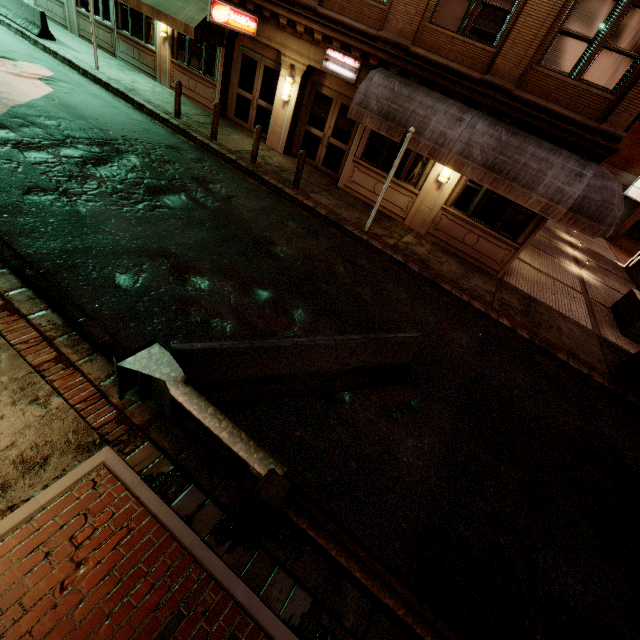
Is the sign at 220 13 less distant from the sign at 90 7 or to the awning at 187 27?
the awning at 187 27

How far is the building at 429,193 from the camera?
10.5 meters

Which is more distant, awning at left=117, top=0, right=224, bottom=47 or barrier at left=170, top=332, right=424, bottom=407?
awning at left=117, top=0, right=224, bottom=47

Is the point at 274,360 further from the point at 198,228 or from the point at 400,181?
the point at 400,181

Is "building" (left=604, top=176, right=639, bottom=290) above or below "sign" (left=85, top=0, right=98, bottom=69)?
below

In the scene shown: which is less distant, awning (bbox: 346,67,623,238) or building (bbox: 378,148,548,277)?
awning (bbox: 346,67,623,238)

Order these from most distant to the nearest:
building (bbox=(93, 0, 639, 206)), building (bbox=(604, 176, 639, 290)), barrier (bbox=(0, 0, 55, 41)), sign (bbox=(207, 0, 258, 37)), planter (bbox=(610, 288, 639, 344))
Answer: building (bbox=(604, 176, 639, 290)), barrier (bbox=(0, 0, 55, 41)), planter (bbox=(610, 288, 639, 344)), sign (bbox=(207, 0, 258, 37)), building (bbox=(93, 0, 639, 206))

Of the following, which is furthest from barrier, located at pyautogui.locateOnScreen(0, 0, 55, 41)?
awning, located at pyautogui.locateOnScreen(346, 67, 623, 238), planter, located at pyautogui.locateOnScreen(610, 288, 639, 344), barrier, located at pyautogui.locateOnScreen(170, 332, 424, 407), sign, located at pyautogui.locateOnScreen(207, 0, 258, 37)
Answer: planter, located at pyautogui.locateOnScreen(610, 288, 639, 344)
